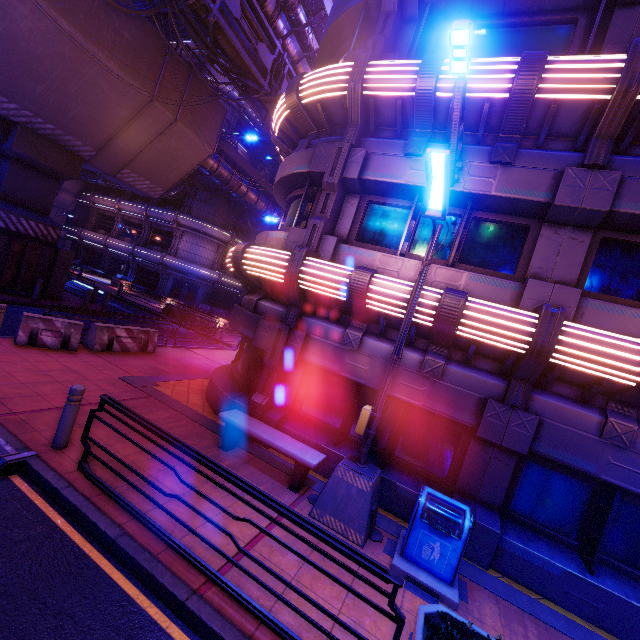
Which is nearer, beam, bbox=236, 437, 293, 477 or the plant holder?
the plant holder

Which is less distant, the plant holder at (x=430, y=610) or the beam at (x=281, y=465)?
the plant holder at (x=430, y=610)

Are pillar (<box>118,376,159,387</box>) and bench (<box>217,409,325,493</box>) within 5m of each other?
yes

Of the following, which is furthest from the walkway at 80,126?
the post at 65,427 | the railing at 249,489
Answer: the railing at 249,489

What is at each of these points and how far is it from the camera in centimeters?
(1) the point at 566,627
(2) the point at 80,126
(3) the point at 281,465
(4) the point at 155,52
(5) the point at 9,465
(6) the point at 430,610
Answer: (1) beam, 508cm
(2) walkway, 1509cm
(3) beam, 723cm
(4) walkway, 1481cm
(5) floor crosswalk, 471cm
(6) plant holder, 345cm

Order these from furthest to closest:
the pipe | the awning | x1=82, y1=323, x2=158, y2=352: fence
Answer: the awning
the pipe
x1=82, y1=323, x2=158, y2=352: fence

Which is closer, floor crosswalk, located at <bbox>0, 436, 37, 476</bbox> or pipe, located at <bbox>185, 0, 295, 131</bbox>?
floor crosswalk, located at <bbox>0, 436, 37, 476</bbox>

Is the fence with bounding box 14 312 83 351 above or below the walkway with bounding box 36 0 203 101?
below
